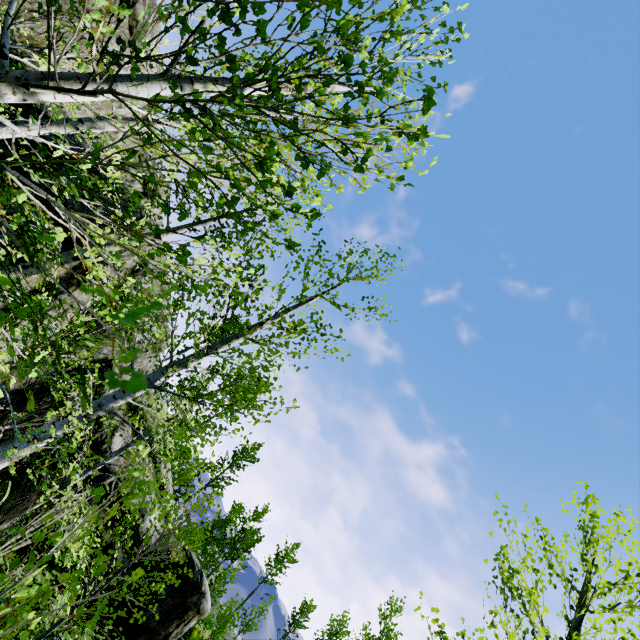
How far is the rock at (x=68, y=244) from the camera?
9.7 meters

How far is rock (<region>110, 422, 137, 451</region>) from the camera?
10.7m

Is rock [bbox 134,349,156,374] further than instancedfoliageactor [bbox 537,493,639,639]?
Yes

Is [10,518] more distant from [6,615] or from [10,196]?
[10,196]

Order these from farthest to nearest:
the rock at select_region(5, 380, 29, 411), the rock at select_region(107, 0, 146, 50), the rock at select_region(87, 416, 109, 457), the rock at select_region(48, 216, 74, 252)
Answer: the rock at select_region(107, 0, 146, 50)
the rock at select_region(87, 416, 109, 457)
the rock at select_region(48, 216, 74, 252)
the rock at select_region(5, 380, 29, 411)

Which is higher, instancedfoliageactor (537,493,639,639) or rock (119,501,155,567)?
instancedfoliageactor (537,493,639,639)

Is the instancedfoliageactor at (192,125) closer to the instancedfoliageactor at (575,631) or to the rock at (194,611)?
the rock at (194,611)
